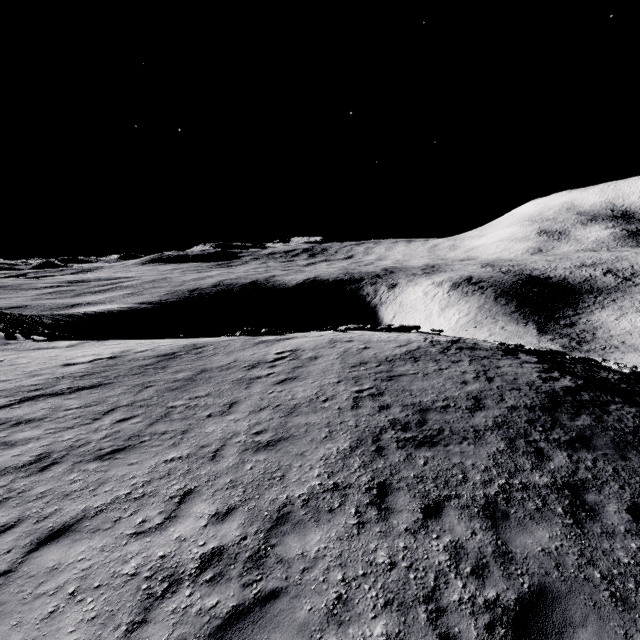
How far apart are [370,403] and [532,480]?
4.64m
